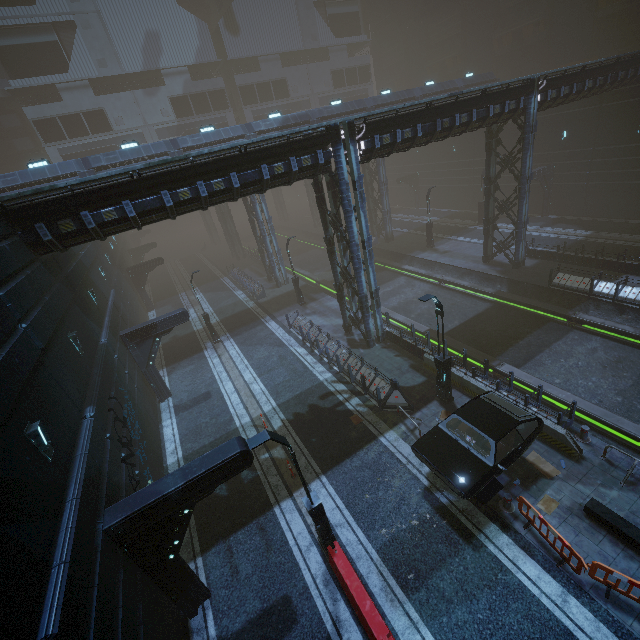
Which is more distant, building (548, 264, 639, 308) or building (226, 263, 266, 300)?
building (226, 263, 266, 300)

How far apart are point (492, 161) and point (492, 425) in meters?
20.5

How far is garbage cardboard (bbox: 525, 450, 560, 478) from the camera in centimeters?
1098cm

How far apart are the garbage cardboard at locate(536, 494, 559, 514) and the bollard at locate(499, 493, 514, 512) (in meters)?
0.65

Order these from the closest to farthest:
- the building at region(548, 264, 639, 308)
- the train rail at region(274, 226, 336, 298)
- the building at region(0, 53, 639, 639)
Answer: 1. the building at region(0, 53, 639, 639)
2. the building at region(548, 264, 639, 308)
3. the train rail at region(274, 226, 336, 298)

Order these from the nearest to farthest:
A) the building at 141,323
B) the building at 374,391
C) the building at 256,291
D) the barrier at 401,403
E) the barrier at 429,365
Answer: the building at 141,323 → the barrier at 401,403 → the building at 374,391 → the barrier at 429,365 → the building at 256,291

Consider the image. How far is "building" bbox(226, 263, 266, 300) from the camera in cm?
3023

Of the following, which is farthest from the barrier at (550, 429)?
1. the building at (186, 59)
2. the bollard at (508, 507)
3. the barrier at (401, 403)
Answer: the bollard at (508, 507)
